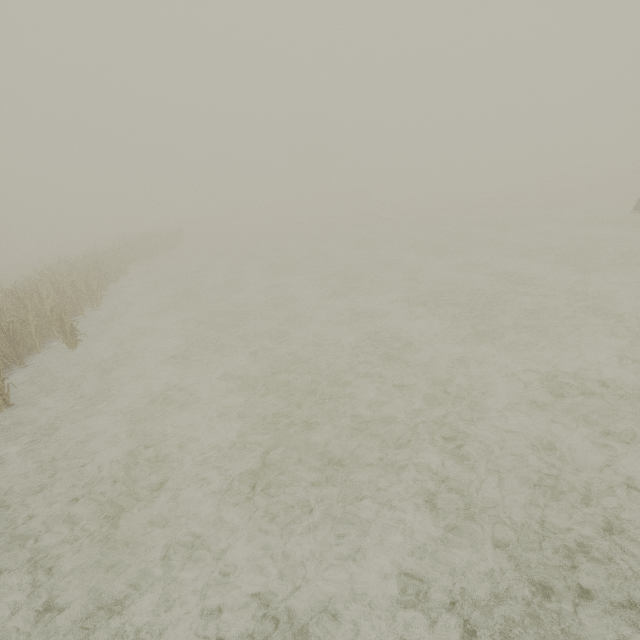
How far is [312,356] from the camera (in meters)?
8.19
